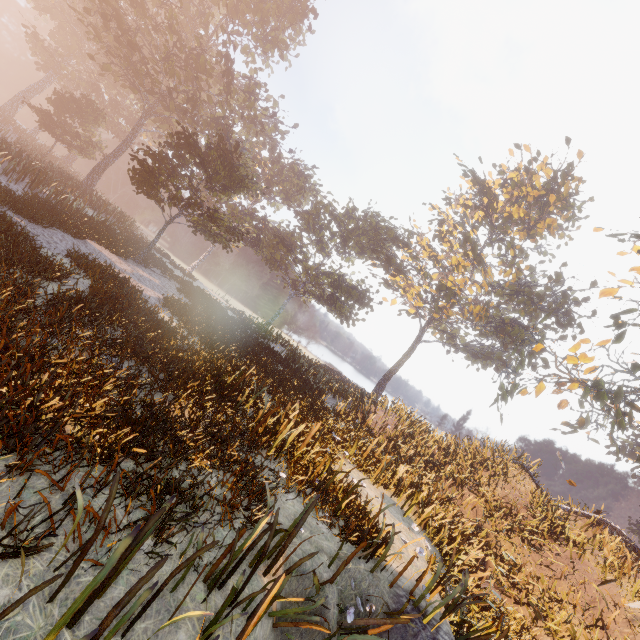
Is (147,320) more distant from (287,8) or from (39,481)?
(287,8)

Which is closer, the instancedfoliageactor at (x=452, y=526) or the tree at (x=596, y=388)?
the instancedfoliageactor at (x=452, y=526)

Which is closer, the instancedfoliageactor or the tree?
the instancedfoliageactor
